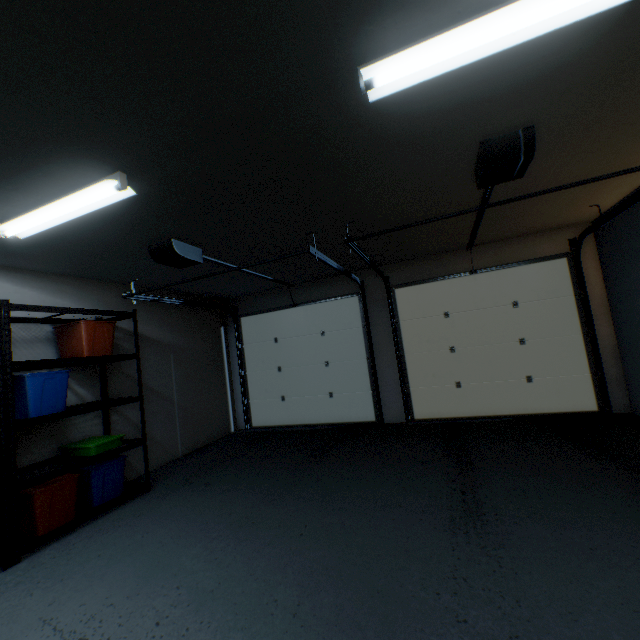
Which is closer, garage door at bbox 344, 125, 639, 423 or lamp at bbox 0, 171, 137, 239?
lamp at bbox 0, 171, 137, 239

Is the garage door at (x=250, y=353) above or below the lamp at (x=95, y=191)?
below

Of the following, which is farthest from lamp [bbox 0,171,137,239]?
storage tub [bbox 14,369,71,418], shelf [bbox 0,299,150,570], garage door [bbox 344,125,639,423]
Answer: garage door [bbox 344,125,639,423]

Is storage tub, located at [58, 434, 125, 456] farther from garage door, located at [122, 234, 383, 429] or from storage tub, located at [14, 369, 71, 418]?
garage door, located at [122, 234, 383, 429]

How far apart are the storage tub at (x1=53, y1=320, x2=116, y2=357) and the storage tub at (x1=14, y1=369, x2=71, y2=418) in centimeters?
23cm

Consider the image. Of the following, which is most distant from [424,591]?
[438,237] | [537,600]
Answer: [438,237]

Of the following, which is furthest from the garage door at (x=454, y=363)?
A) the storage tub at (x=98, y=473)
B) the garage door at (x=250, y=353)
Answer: the storage tub at (x=98, y=473)

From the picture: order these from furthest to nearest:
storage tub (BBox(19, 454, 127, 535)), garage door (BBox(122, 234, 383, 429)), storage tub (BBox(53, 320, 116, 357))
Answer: garage door (BBox(122, 234, 383, 429))
storage tub (BBox(53, 320, 116, 357))
storage tub (BBox(19, 454, 127, 535))
